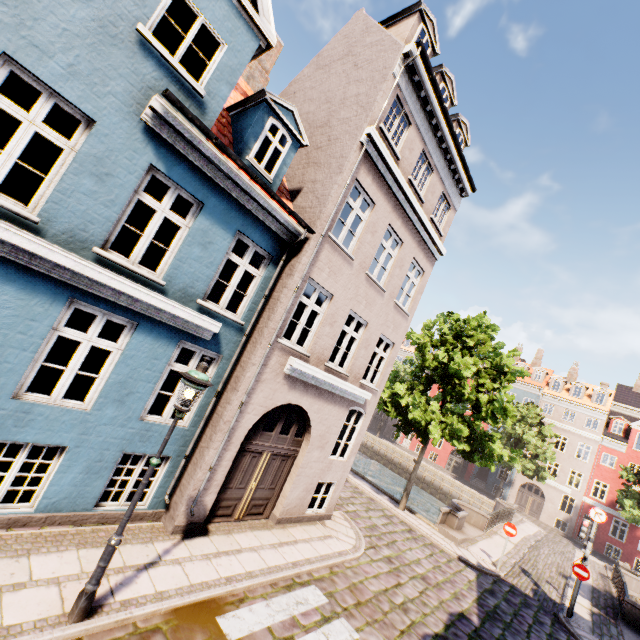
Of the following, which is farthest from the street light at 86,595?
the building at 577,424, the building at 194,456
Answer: the building at 577,424

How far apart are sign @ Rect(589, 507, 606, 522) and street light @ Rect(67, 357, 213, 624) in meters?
16.4

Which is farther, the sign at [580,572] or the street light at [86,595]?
the sign at [580,572]

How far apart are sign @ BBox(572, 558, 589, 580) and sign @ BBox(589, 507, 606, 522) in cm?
174

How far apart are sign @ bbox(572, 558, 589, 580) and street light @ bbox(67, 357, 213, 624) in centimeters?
1620cm

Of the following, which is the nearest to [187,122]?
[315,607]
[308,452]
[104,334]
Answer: [308,452]

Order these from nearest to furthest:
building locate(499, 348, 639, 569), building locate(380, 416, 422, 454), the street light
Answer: the street light, building locate(499, 348, 639, 569), building locate(380, 416, 422, 454)

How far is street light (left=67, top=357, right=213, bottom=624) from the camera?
4.36m
